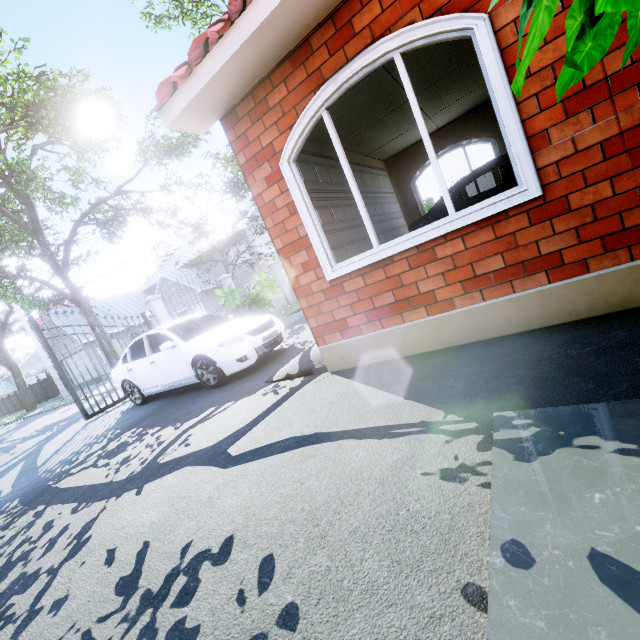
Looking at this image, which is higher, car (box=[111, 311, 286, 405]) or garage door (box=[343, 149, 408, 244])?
garage door (box=[343, 149, 408, 244])

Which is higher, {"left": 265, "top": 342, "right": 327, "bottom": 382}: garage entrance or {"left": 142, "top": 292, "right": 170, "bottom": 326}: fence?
{"left": 142, "top": 292, "right": 170, "bottom": 326}: fence

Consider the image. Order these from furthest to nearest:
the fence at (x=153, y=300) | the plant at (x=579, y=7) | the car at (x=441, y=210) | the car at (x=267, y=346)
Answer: the fence at (x=153, y=300) < the car at (x=441, y=210) < the car at (x=267, y=346) < the plant at (x=579, y=7)

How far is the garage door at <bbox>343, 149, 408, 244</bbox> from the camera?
6.3 meters

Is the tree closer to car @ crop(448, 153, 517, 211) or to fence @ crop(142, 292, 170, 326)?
fence @ crop(142, 292, 170, 326)

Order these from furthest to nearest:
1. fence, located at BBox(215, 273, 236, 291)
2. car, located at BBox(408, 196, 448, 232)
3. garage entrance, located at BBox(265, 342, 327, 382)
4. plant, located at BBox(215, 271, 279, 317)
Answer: fence, located at BBox(215, 273, 236, 291)
plant, located at BBox(215, 271, 279, 317)
car, located at BBox(408, 196, 448, 232)
garage entrance, located at BBox(265, 342, 327, 382)

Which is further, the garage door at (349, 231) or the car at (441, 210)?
the car at (441, 210)

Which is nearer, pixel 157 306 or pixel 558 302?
pixel 558 302
